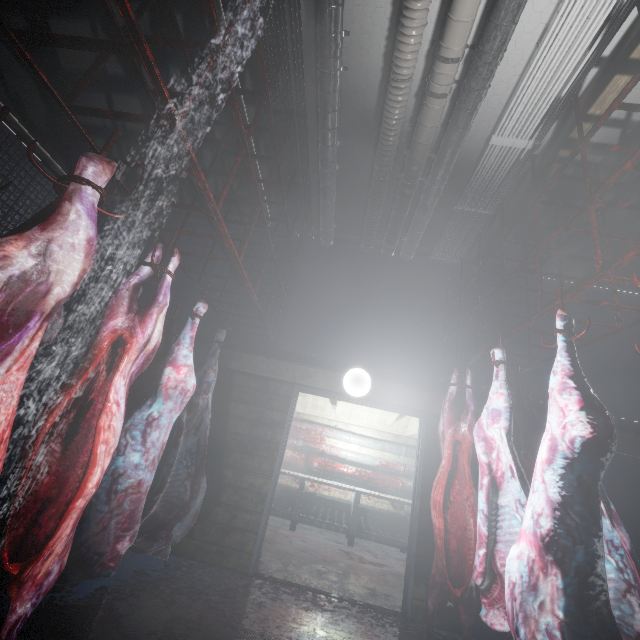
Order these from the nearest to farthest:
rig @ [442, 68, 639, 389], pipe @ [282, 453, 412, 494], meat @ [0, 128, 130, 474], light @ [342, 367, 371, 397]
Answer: meat @ [0, 128, 130, 474]
rig @ [442, 68, 639, 389]
light @ [342, 367, 371, 397]
pipe @ [282, 453, 412, 494]

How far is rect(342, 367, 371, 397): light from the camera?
3.47m

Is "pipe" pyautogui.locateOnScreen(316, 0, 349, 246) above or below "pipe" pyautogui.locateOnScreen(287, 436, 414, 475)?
above

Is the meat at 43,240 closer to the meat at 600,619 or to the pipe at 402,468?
the meat at 600,619

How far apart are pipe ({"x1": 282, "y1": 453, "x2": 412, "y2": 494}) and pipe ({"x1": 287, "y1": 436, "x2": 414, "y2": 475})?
0.1 meters

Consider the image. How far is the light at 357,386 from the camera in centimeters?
347cm

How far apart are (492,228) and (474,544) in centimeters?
345cm

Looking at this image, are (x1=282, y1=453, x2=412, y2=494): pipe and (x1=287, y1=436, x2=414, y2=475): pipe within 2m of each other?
yes
